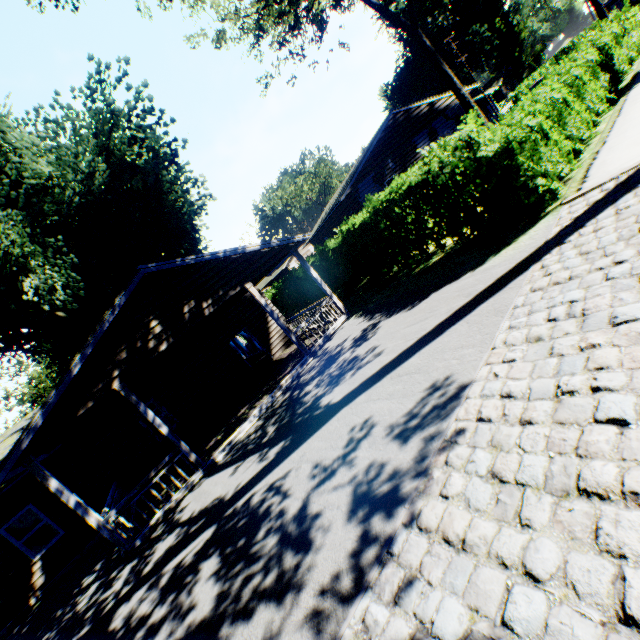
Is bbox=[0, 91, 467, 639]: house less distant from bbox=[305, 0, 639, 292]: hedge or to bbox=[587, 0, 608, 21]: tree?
bbox=[305, 0, 639, 292]: hedge

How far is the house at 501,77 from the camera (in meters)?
56.12

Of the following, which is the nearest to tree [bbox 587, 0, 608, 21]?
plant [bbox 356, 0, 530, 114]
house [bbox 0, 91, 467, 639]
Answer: plant [bbox 356, 0, 530, 114]

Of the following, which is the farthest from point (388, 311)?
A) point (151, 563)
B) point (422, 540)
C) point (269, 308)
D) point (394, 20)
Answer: point (394, 20)

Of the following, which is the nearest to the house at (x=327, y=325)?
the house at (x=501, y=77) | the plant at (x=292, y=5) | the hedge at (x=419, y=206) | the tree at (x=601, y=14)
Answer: the plant at (x=292, y=5)

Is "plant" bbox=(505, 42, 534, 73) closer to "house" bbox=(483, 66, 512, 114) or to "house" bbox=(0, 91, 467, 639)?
"house" bbox=(483, 66, 512, 114)

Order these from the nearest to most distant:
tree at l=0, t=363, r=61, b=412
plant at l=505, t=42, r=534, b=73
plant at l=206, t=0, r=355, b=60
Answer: plant at l=206, t=0, r=355, b=60
tree at l=0, t=363, r=61, b=412
plant at l=505, t=42, r=534, b=73

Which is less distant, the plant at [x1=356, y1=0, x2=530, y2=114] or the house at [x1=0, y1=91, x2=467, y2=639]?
the house at [x1=0, y1=91, x2=467, y2=639]
